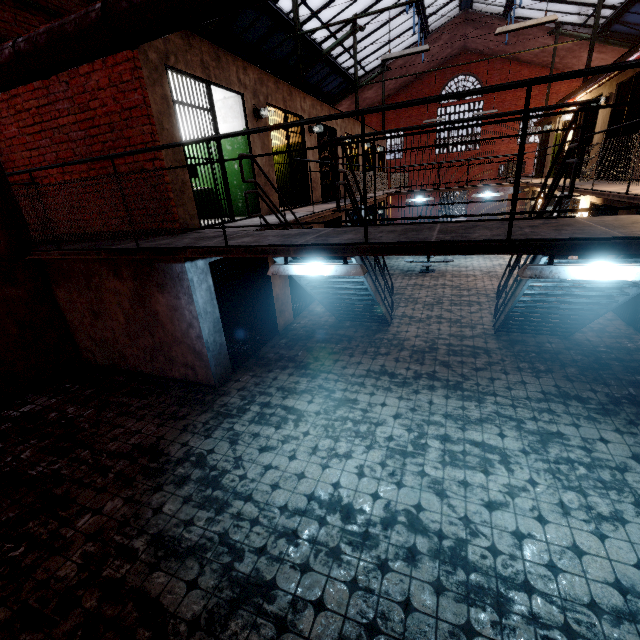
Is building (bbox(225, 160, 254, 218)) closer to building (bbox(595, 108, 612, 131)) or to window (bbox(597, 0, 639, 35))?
window (bbox(597, 0, 639, 35))

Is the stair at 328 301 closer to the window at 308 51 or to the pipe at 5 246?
the pipe at 5 246

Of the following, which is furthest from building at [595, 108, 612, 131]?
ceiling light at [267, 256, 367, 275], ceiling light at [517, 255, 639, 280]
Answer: ceiling light at [267, 256, 367, 275]

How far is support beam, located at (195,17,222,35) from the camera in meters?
9.3

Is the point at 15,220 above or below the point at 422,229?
above

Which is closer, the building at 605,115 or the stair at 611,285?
the stair at 611,285

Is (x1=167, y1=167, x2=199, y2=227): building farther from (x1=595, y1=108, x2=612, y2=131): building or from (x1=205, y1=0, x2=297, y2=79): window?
(x1=595, y1=108, x2=612, y2=131): building

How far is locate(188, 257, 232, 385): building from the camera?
5.7m
